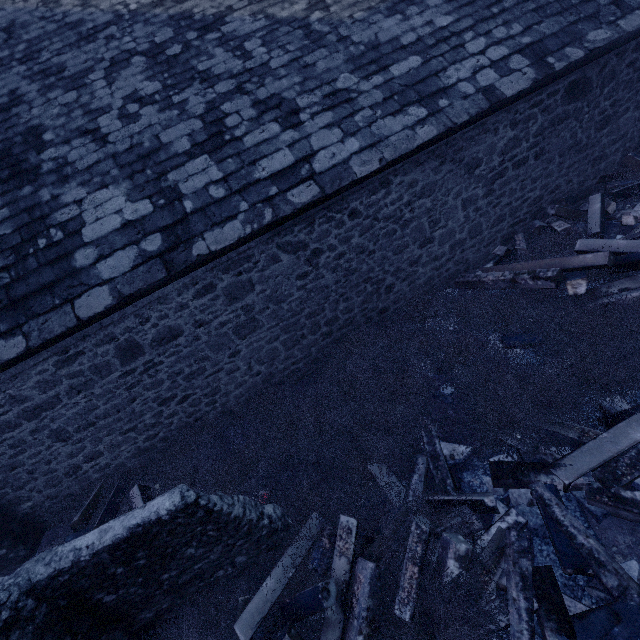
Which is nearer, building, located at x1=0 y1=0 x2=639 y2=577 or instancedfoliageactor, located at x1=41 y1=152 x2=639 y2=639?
instancedfoliageactor, located at x1=41 y1=152 x2=639 y2=639

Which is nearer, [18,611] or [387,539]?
[18,611]

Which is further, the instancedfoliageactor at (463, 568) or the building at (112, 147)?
the building at (112, 147)

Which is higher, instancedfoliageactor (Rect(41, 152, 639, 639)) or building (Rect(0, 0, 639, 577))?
building (Rect(0, 0, 639, 577))

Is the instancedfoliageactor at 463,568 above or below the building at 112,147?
below
